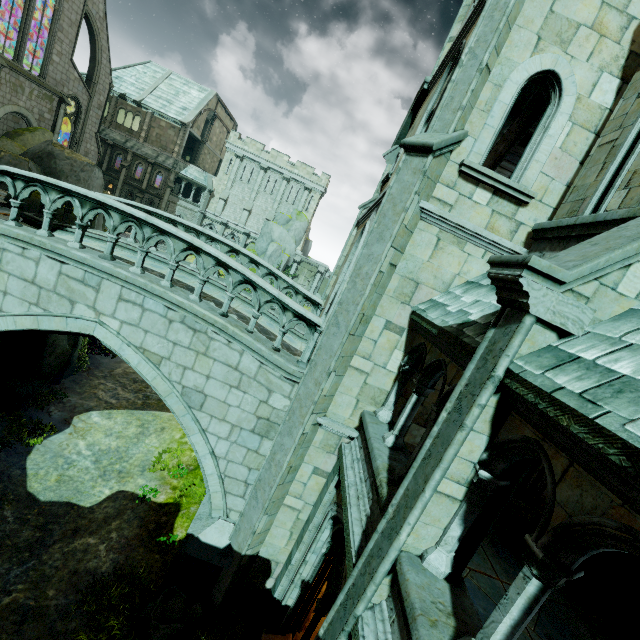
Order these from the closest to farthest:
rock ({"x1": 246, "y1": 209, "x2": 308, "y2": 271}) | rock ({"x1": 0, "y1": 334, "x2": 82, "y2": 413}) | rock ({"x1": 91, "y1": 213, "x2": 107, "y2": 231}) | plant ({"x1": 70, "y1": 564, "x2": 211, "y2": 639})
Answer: plant ({"x1": 70, "y1": 564, "x2": 211, "y2": 639}) → rock ({"x1": 0, "y1": 334, "x2": 82, "y2": 413}) → rock ({"x1": 91, "y1": 213, "x2": 107, "y2": 231}) → rock ({"x1": 246, "y1": 209, "x2": 308, "y2": 271})

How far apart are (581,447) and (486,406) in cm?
93

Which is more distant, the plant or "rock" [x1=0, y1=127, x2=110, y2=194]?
"rock" [x1=0, y1=127, x2=110, y2=194]

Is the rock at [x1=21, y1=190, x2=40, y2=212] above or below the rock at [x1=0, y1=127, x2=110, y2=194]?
below

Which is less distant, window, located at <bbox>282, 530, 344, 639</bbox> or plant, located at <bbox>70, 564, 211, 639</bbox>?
window, located at <bbox>282, 530, 344, 639</bbox>

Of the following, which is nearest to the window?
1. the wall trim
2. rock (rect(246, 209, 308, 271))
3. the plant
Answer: the wall trim

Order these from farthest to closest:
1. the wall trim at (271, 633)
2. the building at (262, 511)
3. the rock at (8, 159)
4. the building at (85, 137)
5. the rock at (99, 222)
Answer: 1. the building at (85, 137)
2. the rock at (8, 159)
3. the rock at (99, 222)
4. the wall trim at (271, 633)
5. the building at (262, 511)

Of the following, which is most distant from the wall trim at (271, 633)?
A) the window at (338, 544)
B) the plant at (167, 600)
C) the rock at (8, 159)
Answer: the rock at (8, 159)
